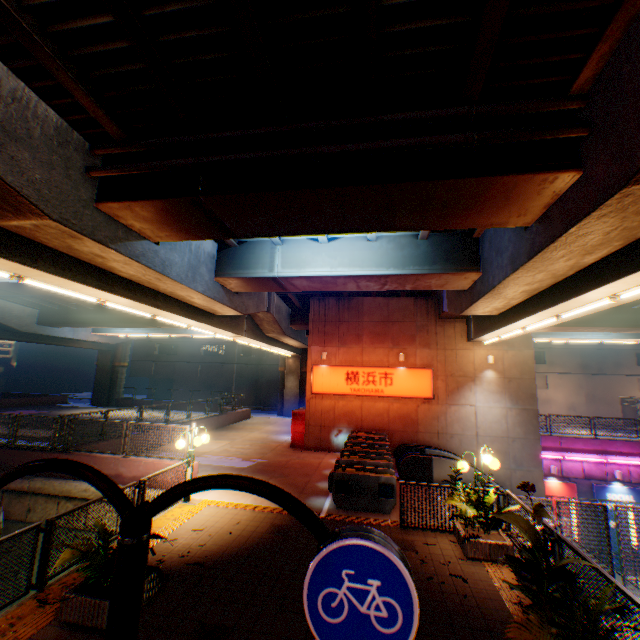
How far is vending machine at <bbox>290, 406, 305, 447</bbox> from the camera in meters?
18.4

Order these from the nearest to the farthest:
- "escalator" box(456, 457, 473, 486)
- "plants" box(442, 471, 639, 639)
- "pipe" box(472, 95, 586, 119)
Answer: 1. "plants" box(442, 471, 639, 639)
2. "pipe" box(472, 95, 586, 119)
3. "escalator" box(456, 457, 473, 486)

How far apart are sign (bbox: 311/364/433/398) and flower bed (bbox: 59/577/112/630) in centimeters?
1261cm

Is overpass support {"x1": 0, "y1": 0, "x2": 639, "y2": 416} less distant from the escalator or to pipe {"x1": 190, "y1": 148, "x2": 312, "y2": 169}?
pipe {"x1": 190, "y1": 148, "x2": 312, "y2": 169}

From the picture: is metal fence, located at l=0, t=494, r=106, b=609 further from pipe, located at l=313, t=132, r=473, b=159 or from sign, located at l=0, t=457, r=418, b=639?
pipe, located at l=313, t=132, r=473, b=159

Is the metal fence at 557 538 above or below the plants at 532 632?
above

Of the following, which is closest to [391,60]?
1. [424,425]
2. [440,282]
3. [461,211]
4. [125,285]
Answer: [461,211]

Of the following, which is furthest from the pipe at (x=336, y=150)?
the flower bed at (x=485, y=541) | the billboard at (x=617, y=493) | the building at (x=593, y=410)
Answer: the building at (x=593, y=410)
